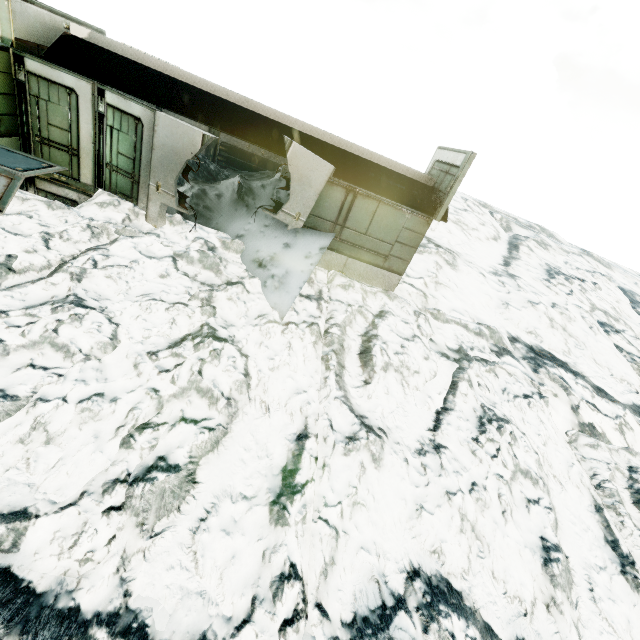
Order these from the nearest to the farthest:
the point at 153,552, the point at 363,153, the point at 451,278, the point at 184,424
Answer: the point at 153,552, the point at 184,424, the point at 363,153, the point at 451,278

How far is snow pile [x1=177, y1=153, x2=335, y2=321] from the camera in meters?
8.0 m

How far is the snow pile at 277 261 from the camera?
8.0m
